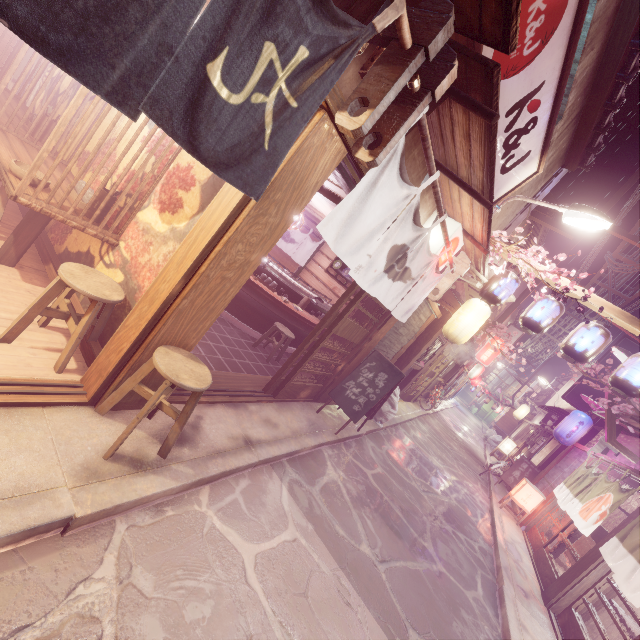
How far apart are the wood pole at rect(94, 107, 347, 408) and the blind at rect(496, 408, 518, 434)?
48.0m

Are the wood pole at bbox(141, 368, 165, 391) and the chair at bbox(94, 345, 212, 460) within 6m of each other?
yes

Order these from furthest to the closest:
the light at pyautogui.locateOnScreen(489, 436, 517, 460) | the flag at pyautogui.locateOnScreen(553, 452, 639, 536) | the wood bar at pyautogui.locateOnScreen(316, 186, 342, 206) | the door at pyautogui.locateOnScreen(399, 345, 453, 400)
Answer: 1. the light at pyautogui.locateOnScreen(489, 436, 517, 460)
2. the door at pyautogui.locateOnScreen(399, 345, 453, 400)
3. the flag at pyautogui.locateOnScreen(553, 452, 639, 536)
4. the wood bar at pyautogui.locateOnScreen(316, 186, 342, 206)

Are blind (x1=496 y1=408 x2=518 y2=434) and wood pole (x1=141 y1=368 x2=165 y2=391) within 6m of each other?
no

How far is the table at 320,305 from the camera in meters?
11.1 m

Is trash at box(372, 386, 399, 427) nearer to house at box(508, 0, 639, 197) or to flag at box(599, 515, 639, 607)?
house at box(508, 0, 639, 197)

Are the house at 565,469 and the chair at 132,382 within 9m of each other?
no

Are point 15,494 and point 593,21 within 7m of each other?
no
